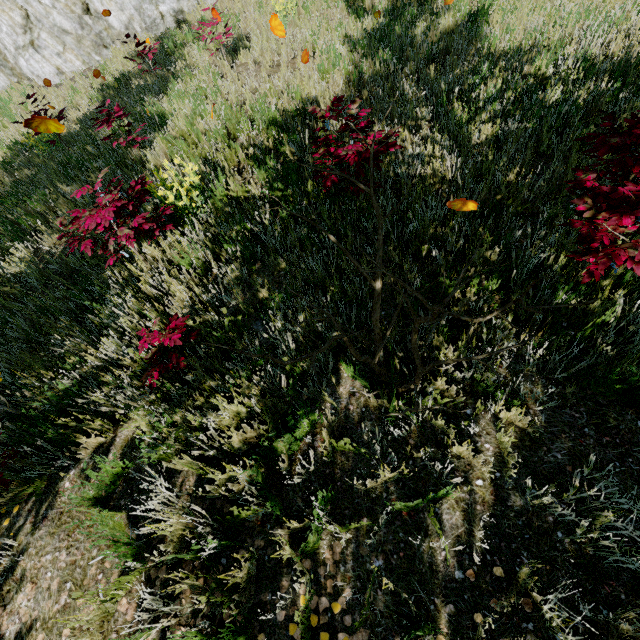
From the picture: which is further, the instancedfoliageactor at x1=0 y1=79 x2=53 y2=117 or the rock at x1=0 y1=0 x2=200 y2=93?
the rock at x1=0 y1=0 x2=200 y2=93

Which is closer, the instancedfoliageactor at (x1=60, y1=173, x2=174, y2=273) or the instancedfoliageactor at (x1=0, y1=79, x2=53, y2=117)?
the instancedfoliageactor at (x1=60, y1=173, x2=174, y2=273)

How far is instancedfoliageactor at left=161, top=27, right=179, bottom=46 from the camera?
9.9m

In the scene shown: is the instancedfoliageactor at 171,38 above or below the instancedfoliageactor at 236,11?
above

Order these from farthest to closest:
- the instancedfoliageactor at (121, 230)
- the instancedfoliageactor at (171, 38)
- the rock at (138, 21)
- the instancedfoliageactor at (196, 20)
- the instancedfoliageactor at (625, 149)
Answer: the rock at (138, 21) → the instancedfoliageactor at (171, 38) → the instancedfoliageactor at (196, 20) → the instancedfoliageactor at (121, 230) → the instancedfoliageactor at (625, 149)

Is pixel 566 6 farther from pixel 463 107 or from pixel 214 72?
pixel 214 72

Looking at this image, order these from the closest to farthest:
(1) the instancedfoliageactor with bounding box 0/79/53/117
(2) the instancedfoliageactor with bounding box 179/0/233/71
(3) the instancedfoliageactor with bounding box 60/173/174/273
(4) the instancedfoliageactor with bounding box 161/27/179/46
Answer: (3) the instancedfoliageactor with bounding box 60/173/174/273, (1) the instancedfoliageactor with bounding box 0/79/53/117, (2) the instancedfoliageactor with bounding box 179/0/233/71, (4) the instancedfoliageactor with bounding box 161/27/179/46
